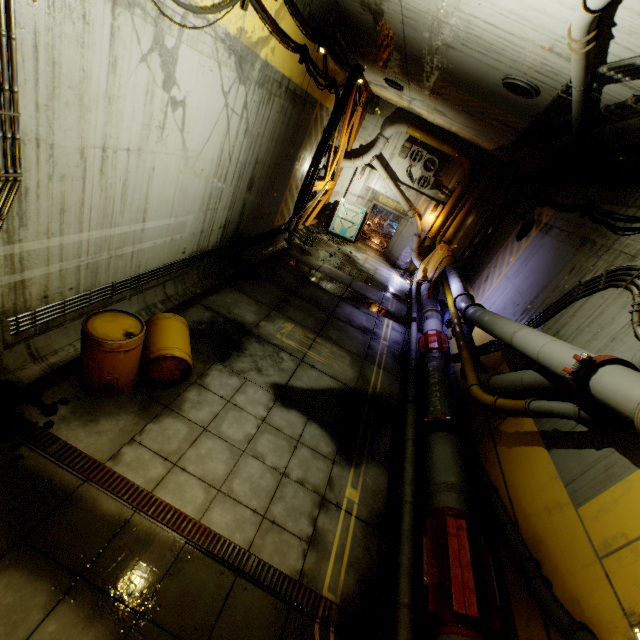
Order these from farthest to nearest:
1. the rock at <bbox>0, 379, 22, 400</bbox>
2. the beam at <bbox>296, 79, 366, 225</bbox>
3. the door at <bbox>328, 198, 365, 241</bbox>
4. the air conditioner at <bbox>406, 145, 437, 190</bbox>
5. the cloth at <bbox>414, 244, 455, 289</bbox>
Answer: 1. the door at <bbox>328, 198, 365, 241</bbox>
2. the air conditioner at <bbox>406, 145, 437, 190</bbox>
3. the cloth at <bbox>414, 244, 455, 289</bbox>
4. the beam at <bbox>296, 79, 366, 225</bbox>
5. the rock at <bbox>0, 379, 22, 400</bbox>

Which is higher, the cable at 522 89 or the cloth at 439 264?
the cable at 522 89

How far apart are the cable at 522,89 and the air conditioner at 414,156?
9.82m

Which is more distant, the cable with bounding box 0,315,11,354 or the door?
the door

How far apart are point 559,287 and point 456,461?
4.8 meters

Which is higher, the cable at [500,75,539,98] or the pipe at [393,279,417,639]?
the cable at [500,75,539,98]

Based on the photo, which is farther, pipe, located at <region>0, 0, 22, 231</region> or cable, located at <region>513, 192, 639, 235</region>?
cable, located at <region>513, 192, 639, 235</region>

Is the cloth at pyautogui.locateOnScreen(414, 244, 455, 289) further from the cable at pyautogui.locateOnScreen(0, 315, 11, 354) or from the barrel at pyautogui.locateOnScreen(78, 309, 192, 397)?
the cable at pyautogui.locateOnScreen(0, 315, 11, 354)
